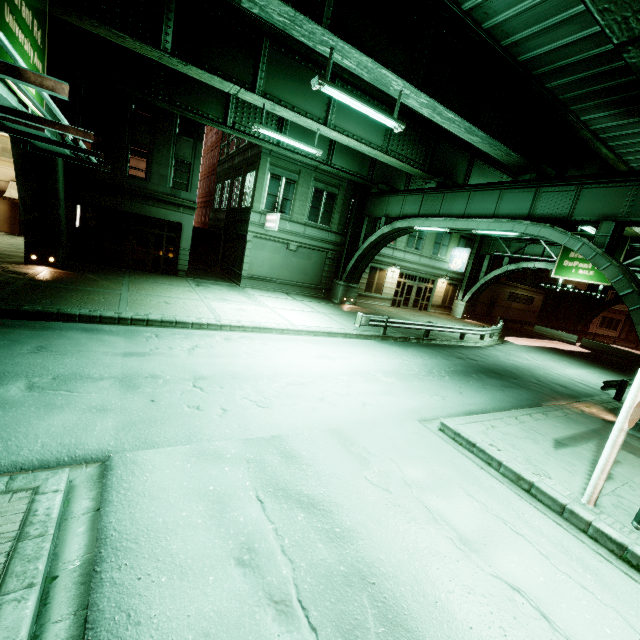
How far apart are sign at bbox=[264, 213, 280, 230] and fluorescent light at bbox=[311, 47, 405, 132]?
11.0 meters

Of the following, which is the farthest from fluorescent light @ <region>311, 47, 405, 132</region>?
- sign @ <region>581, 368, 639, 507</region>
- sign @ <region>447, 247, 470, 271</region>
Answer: sign @ <region>447, 247, 470, 271</region>

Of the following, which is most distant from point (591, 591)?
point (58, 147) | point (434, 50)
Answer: point (434, 50)

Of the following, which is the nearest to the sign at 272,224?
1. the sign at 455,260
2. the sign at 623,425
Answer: the sign at 623,425

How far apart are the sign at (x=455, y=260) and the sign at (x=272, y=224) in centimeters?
1979cm

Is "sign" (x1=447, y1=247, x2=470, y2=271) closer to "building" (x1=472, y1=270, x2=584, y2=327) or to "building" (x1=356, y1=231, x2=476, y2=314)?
"building" (x1=356, y1=231, x2=476, y2=314)

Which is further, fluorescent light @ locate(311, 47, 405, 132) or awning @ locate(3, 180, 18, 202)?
awning @ locate(3, 180, 18, 202)

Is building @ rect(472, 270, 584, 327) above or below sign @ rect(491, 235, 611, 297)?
below
